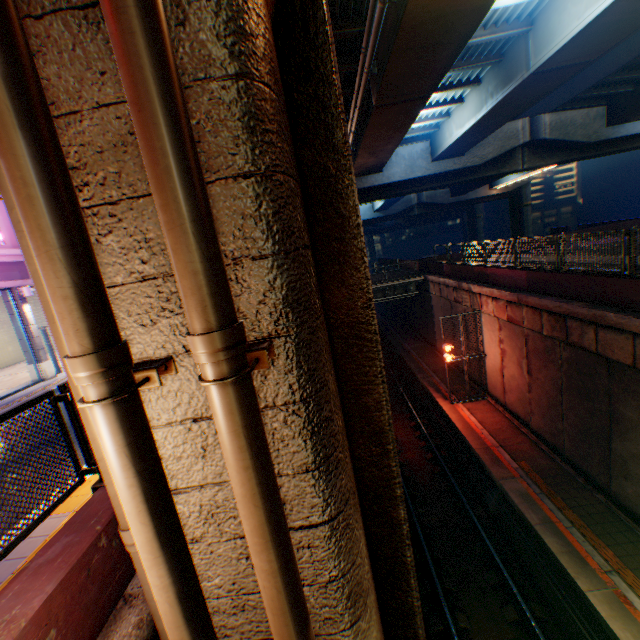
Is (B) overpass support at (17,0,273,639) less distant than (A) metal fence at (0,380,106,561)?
Yes

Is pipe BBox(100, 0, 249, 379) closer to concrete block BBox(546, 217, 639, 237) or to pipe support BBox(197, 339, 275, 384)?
pipe support BBox(197, 339, 275, 384)

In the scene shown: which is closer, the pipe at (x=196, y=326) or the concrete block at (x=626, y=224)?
the pipe at (x=196, y=326)

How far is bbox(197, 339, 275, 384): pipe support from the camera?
1.30m

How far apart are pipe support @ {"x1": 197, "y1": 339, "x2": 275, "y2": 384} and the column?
17.2 meters

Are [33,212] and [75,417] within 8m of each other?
yes

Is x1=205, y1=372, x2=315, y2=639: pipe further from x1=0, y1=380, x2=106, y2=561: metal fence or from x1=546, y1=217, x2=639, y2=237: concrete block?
x1=546, y1=217, x2=639, y2=237: concrete block

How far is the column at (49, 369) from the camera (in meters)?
13.76
